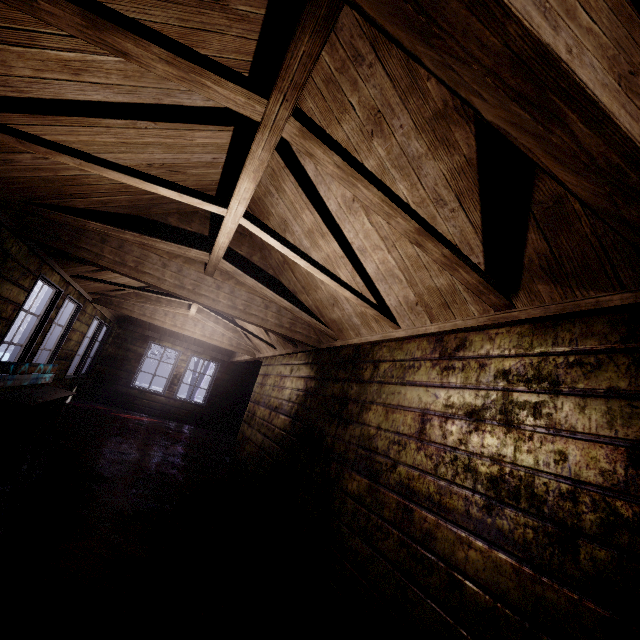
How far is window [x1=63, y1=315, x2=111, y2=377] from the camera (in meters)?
6.47

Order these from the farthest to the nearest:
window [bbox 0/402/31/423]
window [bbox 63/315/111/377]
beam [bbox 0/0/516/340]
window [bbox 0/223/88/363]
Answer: window [bbox 63/315/111/377], window [bbox 0/402/31/423], window [bbox 0/223/88/363], beam [bbox 0/0/516/340]

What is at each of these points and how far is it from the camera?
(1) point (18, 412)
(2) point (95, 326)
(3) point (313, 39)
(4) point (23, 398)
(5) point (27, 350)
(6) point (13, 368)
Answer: (1) window, 4.63m
(2) window, 7.03m
(3) beam, 0.98m
(4) bench, 3.62m
(5) window, 4.14m
(6) bench, 3.67m

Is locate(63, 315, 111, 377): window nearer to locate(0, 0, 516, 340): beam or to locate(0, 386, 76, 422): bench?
locate(0, 386, 76, 422): bench

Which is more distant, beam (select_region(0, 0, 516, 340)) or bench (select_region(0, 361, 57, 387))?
bench (select_region(0, 361, 57, 387))

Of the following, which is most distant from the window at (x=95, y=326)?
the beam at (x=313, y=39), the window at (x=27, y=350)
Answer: the beam at (x=313, y=39)

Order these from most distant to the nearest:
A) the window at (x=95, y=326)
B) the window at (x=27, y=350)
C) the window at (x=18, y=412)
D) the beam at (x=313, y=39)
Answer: the window at (x=95, y=326)
the window at (x=18, y=412)
the window at (x=27, y=350)
the beam at (x=313, y=39)

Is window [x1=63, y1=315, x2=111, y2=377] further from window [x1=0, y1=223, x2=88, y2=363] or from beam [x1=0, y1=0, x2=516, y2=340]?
beam [x1=0, y1=0, x2=516, y2=340]
